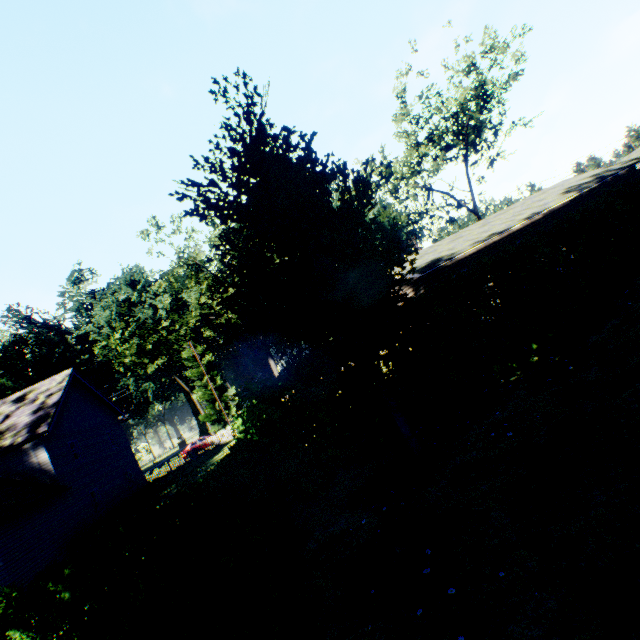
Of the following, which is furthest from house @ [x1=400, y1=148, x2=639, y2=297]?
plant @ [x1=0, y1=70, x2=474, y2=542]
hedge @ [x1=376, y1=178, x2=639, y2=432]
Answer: plant @ [x1=0, y1=70, x2=474, y2=542]

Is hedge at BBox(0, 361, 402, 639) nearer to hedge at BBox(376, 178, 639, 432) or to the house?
hedge at BBox(376, 178, 639, 432)

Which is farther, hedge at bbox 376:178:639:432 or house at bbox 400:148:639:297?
house at bbox 400:148:639:297

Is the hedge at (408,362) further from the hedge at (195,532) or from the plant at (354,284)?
the plant at (354,284)

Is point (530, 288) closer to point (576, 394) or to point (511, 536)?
point (576, 394)

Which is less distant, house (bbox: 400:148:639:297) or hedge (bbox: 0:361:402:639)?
hedge (bbox: 0:361:402:639)

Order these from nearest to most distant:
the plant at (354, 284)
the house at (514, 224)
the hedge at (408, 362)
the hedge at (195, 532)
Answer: the hedge at (195, 532) → the plant at (354, 284) → the hedge at (408, 362) → the house at (514, 224)

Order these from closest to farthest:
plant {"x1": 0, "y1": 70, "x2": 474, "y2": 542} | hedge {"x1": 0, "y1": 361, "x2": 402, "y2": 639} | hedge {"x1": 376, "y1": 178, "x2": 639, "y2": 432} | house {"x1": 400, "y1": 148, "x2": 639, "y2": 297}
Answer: hedge {"x1": 0, "y1": 361, "x2": 402, "y2": 639}
plant {"x1": 0, "y1": 70, "x2": 474, "y2": 542}
hedge {"x1": 376, "y1": 178, "x2": 639, "y2": 432}
house {"x1": 400, "y1": 148, "x2": 639, "y2": 297}
